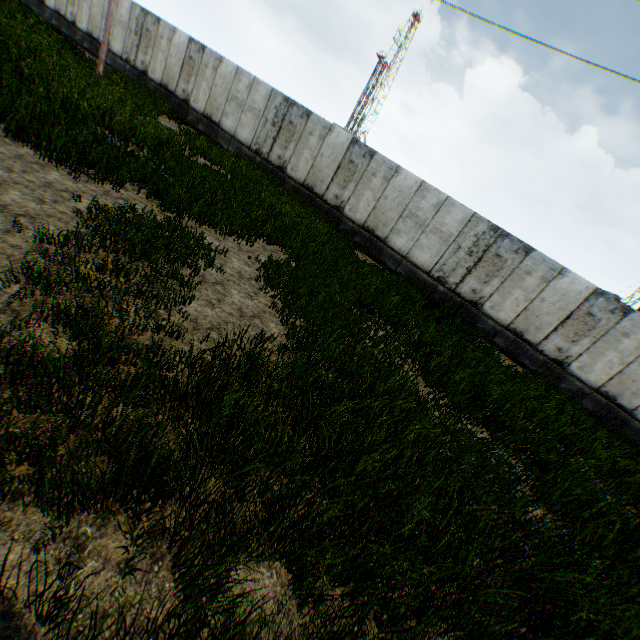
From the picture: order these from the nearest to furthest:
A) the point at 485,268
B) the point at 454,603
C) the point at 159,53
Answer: the point at 454,603, the point at 485,268, the point at 159,53
